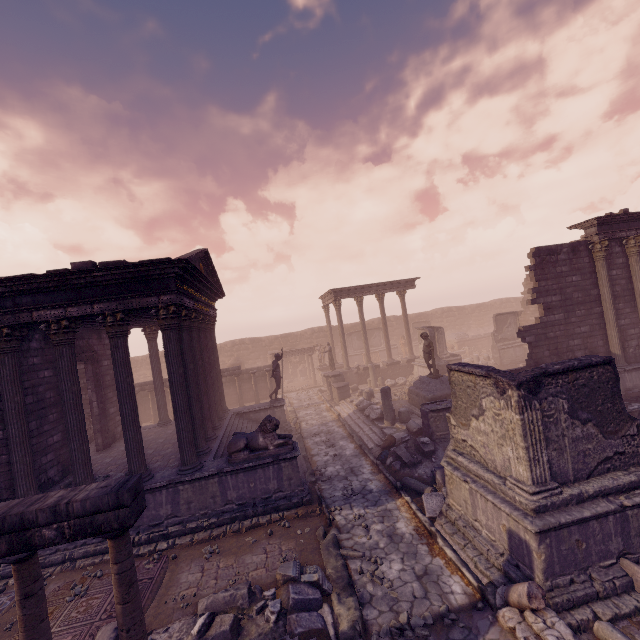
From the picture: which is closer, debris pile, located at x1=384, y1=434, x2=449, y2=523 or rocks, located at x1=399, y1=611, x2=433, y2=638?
rocks, located at x1=399, y1=611, x2=433, y2=638

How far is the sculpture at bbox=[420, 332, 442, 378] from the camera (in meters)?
15.43

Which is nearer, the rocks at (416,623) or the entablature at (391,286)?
the rocks at (416,623)

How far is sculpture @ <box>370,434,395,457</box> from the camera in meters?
12.5

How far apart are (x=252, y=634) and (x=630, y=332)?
17.8m

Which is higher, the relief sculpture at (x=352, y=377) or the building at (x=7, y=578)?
the relief sculpture at (x=352, y=377)

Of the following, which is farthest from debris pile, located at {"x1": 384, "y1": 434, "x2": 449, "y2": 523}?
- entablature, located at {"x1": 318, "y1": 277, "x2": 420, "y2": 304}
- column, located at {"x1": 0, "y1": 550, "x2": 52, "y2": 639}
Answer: entablature, located at {"x1": 318, "y1": 277, "x2": 420, "y2": 304}

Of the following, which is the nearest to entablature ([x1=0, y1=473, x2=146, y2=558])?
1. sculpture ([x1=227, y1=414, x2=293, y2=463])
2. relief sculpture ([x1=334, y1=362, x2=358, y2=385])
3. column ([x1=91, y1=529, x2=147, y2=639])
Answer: column ([x1=91, y1=529, x2=147, y2=639])
